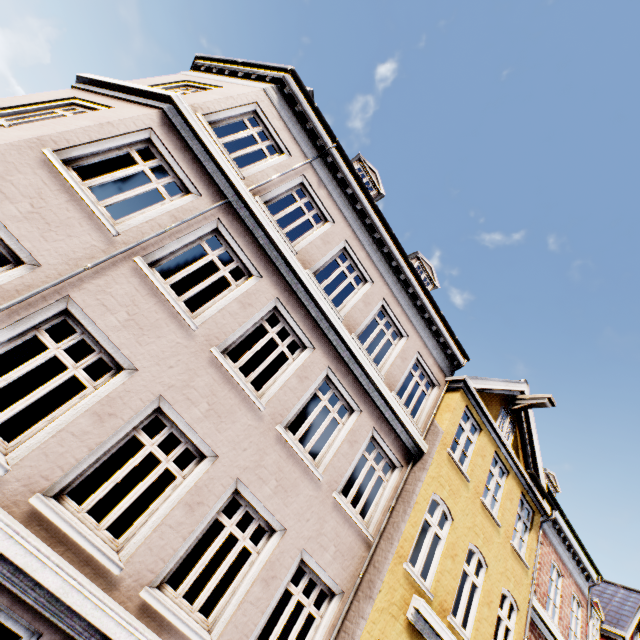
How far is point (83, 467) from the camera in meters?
4.5 m
